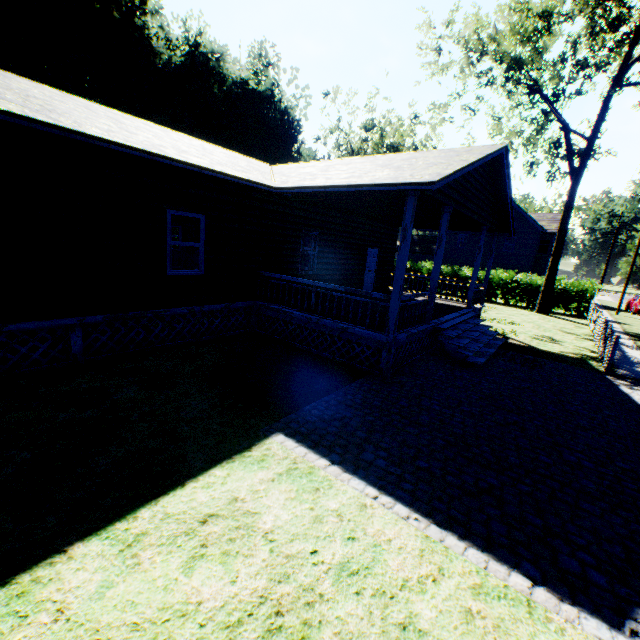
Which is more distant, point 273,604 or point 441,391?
point 441,391

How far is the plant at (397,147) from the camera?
45.1m

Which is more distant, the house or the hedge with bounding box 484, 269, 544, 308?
the hedge with bounding box 484, 269, 544, 308

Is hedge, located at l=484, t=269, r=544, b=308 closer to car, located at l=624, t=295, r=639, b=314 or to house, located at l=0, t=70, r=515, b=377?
car, located at l=624, t=295, r=639, b=314

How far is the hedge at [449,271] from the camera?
26.7m

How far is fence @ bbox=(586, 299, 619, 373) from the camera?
9.98m

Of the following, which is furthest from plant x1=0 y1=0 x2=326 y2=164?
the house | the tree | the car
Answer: the car

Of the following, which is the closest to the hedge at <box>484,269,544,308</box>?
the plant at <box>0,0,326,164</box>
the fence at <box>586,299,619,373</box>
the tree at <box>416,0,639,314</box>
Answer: the fence at <box>586,299,619,373</box>
